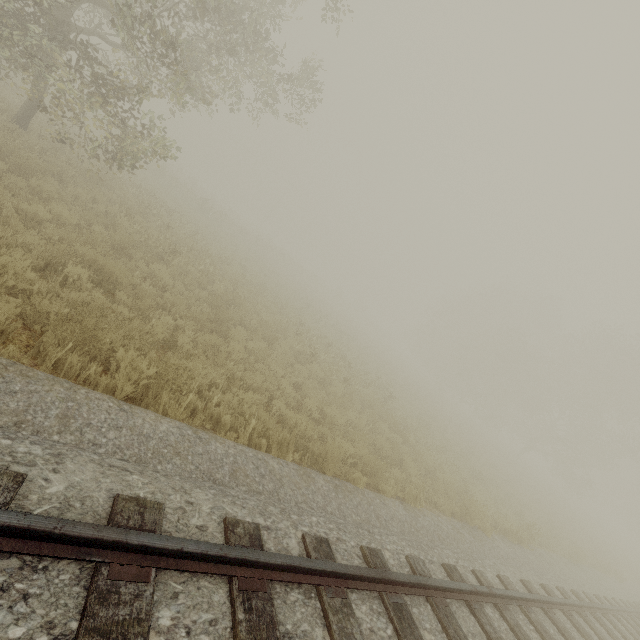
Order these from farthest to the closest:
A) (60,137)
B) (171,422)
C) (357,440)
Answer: (60,137)
(357,440)
(171,422)

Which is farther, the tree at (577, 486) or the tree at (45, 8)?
the tree at (577, 486)

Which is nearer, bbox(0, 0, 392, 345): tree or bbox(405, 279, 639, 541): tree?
bbox(0, 0, 392, 345): tree
